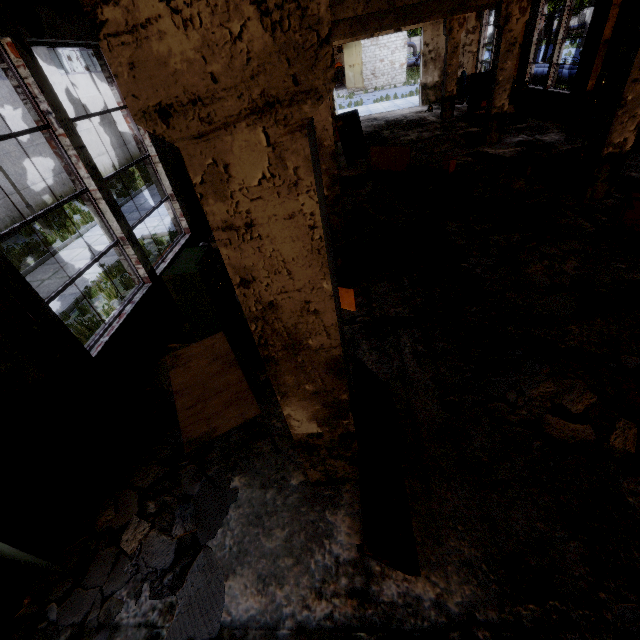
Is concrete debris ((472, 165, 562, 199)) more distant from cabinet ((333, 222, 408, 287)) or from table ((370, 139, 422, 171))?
cabinet ((333, 222, 408, 287))

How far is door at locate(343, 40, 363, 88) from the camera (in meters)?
32.32

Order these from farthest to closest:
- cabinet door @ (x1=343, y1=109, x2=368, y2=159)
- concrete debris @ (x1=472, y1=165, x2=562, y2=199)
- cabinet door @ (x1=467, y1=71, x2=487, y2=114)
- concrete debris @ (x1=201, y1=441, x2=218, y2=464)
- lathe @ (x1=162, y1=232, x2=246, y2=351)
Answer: cabinet door @ (x1=467, y1=71, x2=487, y2=114) → cabinet door @ (x1=343, y1=109, x2=368, y2=159) → concrete debris @ (x1=472, y1=165, x2=562, y2=199) → lathe @ (x1=162, y1=232, x2=246, y2=351) → concrete debris @ (x1=201, y1=441, x2=218, y2=464)

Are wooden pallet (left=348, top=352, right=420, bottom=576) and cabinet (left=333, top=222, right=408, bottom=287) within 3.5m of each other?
yes

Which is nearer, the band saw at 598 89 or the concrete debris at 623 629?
the concrete debris at 623 629

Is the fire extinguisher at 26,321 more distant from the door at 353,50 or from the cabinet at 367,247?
the door at 353,50

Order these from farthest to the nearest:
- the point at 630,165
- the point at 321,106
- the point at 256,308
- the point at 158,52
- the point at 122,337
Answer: the point at 630,165
the point at 321,106
the point at 122,337
the point at 256,308
the point at 158,52

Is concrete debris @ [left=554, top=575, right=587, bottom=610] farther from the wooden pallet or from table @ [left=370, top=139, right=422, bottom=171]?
table @ [left=370, top=139, right=422, bottom=171]
